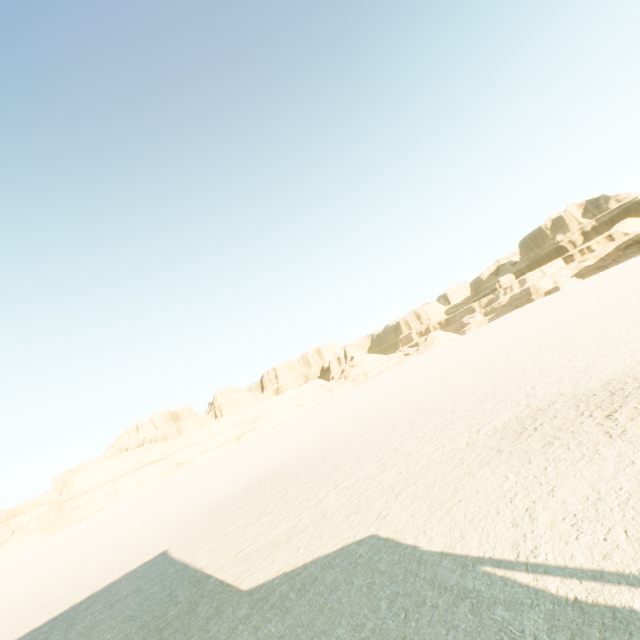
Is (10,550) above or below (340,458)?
above
